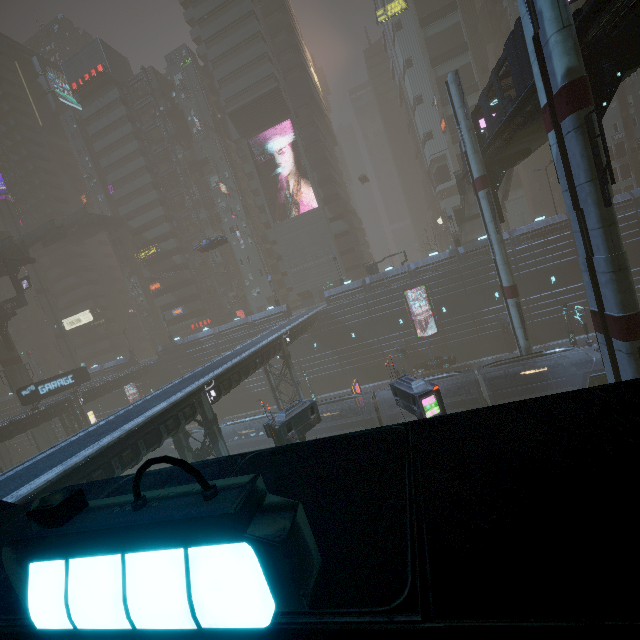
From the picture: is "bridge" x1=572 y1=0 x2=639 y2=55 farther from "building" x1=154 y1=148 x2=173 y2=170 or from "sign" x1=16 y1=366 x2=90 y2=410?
"sign" x1=16 y1=366 x2=90 y2=410

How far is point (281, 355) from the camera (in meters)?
32.03

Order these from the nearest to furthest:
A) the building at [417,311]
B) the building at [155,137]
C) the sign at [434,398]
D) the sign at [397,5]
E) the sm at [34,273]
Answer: the sign at [434,398] → the building at [417,311] → the sign at [397,5] → the building at [155,137] → the sm at [34,273]

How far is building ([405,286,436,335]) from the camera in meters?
40.6 m

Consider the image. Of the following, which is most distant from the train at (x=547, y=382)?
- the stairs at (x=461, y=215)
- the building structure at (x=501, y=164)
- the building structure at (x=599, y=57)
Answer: the stairs at (x=461, y=215)

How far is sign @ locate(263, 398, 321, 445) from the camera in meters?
15.9

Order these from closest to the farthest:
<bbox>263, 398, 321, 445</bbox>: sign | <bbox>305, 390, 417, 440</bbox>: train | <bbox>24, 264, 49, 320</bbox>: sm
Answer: <bbox>263, 398, 321, 445</bbox>: sign
<bbox>305, 390, 417, 440</bbox>: train
<bbox>24, 264, 49, 320</bbox>: sm
